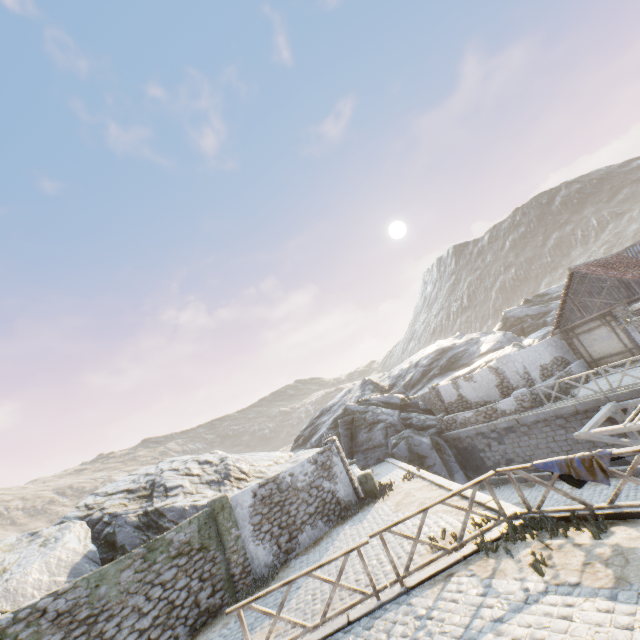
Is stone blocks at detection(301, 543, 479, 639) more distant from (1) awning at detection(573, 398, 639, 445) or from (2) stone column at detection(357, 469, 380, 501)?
(2) stone column at detection(357, 469, 380, 501)

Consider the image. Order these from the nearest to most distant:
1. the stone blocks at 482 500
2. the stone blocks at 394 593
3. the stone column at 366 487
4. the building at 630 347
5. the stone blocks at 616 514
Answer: the stone blocks at 616 514
the stone blocks at 394 593
the stone blocks at 482 500
the stone column at 366 487
the building at 630 347

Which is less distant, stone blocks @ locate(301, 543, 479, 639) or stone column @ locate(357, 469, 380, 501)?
stone blocks @ locate(301, 543, 479, 639)

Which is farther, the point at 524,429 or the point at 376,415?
the point at 376,415

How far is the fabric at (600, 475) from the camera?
6.3m

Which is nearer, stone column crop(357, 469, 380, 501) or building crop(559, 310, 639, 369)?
stone column crop(357, 469, 380, 501)

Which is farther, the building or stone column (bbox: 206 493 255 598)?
the building

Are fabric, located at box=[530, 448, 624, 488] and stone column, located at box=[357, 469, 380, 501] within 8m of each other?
no
